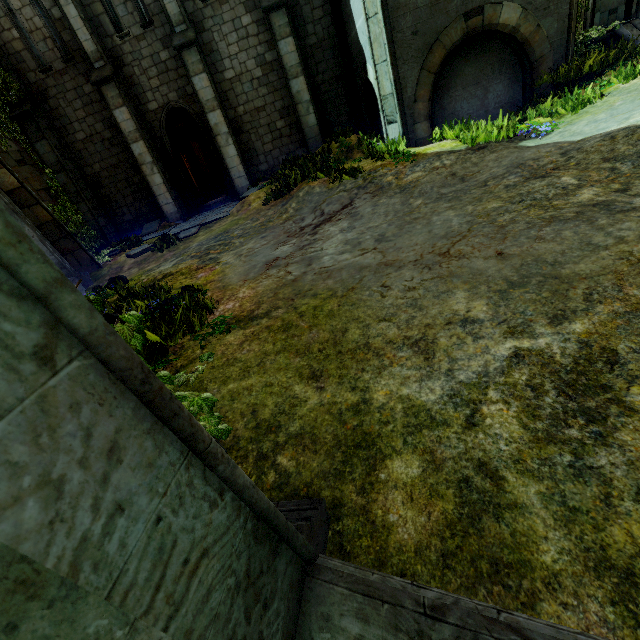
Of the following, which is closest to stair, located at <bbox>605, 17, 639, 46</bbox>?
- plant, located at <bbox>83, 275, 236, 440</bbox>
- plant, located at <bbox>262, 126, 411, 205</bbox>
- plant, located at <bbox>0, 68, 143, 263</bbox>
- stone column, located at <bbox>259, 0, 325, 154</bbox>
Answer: plant, located at <bbox>262, 126, 411, 205</bbox>

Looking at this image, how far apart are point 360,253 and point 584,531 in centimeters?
375cm

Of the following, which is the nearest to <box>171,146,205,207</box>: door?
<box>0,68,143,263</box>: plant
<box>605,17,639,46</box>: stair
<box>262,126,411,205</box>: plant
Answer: <box>0,68,143,263</box>: plant

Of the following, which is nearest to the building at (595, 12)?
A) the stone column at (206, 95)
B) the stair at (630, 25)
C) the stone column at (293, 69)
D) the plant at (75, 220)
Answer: the stair at (630, 25)

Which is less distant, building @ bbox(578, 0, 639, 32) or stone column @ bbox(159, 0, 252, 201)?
building @ bbox(578, 0, 639, 32)

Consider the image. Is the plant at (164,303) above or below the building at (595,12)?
below

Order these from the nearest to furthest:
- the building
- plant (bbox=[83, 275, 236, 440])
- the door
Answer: plant (bbox=[83, 275, 236, 440]) → the building → the door

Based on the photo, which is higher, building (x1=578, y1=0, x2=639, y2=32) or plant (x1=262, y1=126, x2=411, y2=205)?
building (x1=578, y1=0, x2=639, y2=32)
